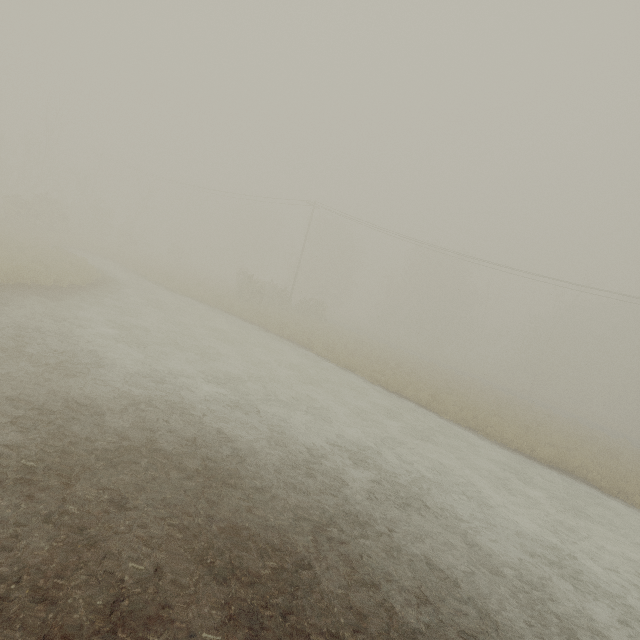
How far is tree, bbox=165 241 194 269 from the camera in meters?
47.5

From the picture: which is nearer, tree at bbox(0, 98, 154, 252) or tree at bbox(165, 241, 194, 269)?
tree at bbox(0, 98, 154, 252)

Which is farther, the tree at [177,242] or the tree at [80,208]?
the tree at [177,242]

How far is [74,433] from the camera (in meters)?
5.88

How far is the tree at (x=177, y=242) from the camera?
47.5m
